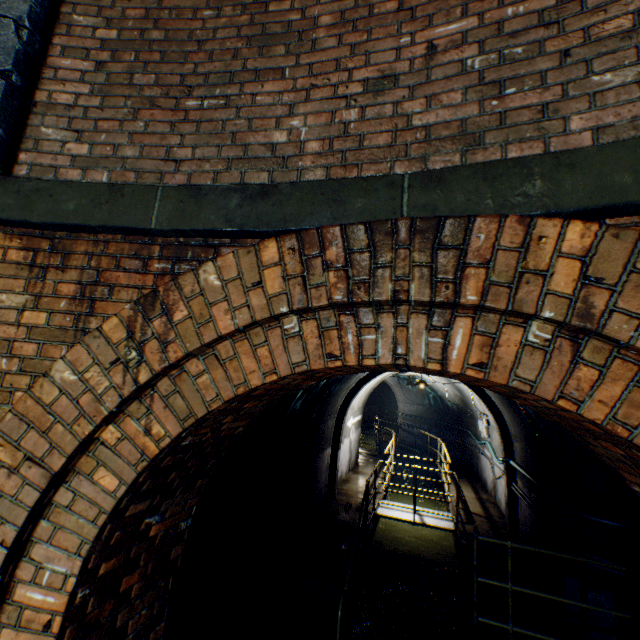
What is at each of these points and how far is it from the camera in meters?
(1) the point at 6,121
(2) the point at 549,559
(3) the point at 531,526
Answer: (1) support column, 2.0
(2) building tunnel, 5.6
(3) building tunnel, 6.5

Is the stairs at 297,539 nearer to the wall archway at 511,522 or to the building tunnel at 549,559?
the building tunnel at 549,559

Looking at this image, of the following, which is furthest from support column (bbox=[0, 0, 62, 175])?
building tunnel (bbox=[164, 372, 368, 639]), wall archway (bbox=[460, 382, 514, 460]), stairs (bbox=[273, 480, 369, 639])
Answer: wall archway (bbox=[460, 382, 514, 460])

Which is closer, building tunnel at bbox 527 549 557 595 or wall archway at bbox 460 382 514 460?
building tunnel at bbox 527 549 557 595

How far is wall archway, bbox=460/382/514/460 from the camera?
7.69m

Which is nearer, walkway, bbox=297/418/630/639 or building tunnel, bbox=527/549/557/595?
walkway, bbox=297/418/630/639

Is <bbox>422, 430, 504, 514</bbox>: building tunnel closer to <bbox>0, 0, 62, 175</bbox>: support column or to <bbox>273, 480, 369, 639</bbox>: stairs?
<bbox>273, 480, 369, 639</bbox>: stairs

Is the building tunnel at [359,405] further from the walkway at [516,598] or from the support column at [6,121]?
the support column at [6,121]
